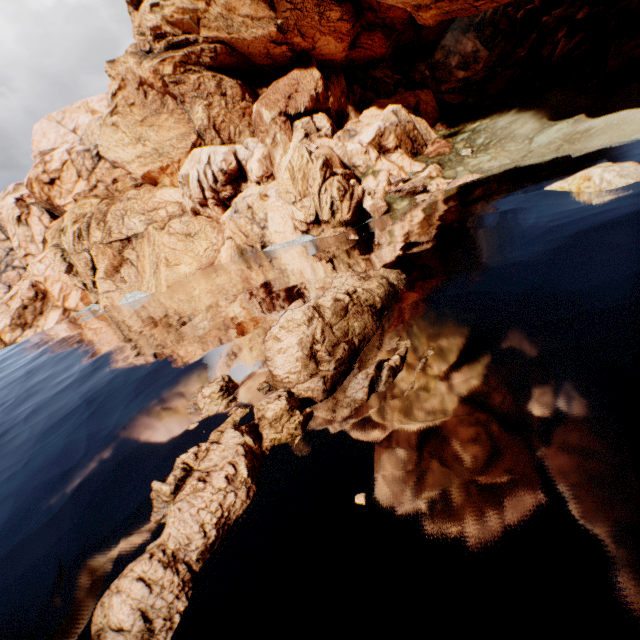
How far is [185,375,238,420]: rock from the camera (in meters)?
13.09

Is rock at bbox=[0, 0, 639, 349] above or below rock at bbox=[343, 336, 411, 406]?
above

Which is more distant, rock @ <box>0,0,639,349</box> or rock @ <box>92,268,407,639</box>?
rock @ <box>0,0,639,349</box>

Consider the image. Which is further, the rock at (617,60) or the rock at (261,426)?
the rock at (617,60)

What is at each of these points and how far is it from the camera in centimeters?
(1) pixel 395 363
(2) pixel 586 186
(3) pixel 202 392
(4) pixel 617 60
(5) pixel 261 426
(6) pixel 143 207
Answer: (1) rock, 1084cm
(2) rock, 1720cm
(3) rock, 1352cm
(4) rock, 2595cm
(5) rock, 1091cm
(6) rock, 4900cm

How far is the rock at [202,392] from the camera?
13.1m
